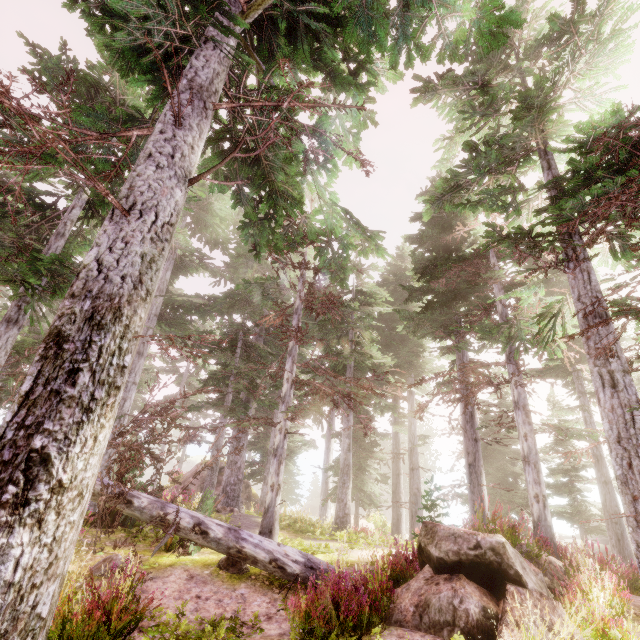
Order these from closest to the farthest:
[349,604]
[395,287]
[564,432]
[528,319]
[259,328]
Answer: [349,604], [528,319], [564,432], [259,328], [395,287]

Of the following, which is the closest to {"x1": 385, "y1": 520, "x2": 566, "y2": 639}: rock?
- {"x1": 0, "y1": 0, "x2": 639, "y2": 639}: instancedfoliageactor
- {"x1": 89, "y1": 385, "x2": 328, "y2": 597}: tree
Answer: {"x1": 0, "y1": 0, "x2": 639, "y2": 639}: instancedfoliageactor

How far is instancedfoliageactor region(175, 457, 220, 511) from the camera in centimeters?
1319cm

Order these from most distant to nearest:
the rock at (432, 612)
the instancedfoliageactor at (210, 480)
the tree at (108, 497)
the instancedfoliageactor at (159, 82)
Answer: the instancedfoliageactor at (210, 480), the tree at (108, 497), the rock at (432, 612), the instancedfoliageactor at (159, 82)

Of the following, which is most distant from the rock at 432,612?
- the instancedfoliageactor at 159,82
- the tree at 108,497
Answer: the tree at 108,497

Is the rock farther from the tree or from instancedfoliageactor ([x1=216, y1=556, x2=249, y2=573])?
the tree

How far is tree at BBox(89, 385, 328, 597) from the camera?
7.1m

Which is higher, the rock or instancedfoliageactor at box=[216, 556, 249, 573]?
the rock
